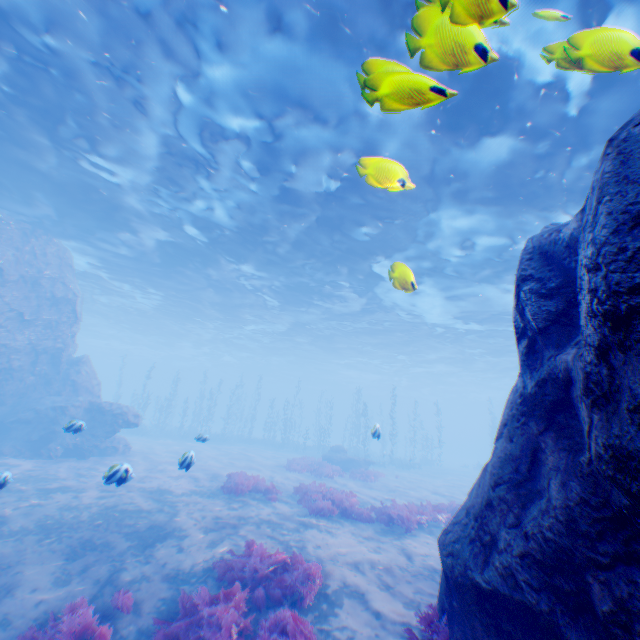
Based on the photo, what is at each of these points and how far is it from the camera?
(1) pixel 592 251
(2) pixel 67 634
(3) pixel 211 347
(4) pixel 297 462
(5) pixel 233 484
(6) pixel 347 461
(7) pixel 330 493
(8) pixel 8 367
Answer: (1) rock, 2.44m
(2) instancedfoliageactor, 5.45m
(3) light, 51.03m
(4) instancedfoliageactor, 23.39m
(5) instancedfoliageactor, 13.56m
(6) rock, 25.72m
(7) instancedfoliageactor, 13.45m
(8) rock, 17.53m

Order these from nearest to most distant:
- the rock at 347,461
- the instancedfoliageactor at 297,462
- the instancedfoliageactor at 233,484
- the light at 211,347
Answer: the light at 211,347 → the instancedfoliageactor at 233,484 → the instancedfoliageactor at 297,462 → the rock at 347,461

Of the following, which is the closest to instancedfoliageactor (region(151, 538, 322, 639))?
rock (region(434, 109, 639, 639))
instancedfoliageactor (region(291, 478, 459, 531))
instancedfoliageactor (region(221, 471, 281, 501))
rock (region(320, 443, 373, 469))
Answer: rock (region(434, 109, 639, 639))

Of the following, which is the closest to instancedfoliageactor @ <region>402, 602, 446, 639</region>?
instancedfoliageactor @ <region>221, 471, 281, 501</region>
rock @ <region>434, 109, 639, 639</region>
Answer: rock @ <region>434, 109, 639, 639</region>

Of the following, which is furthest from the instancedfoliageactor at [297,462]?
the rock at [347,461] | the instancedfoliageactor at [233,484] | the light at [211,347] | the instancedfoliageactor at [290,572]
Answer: the instancedfoliageactor at [290,572]

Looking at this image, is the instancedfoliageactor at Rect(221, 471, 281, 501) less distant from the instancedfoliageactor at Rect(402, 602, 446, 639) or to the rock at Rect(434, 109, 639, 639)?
the rock at Rect(434, 109, 639, 639)

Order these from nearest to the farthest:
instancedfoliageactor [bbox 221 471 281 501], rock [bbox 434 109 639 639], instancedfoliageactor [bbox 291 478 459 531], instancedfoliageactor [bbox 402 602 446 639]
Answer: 1. rock [bbox 434 109 639 639]
2. instancedfoliageactor [bbox 402 602 446 639]
3. instancedfoliageactor [bbox 291 478 459 531]
4. instancedfoliageactor [bbox 221 471 281 501]

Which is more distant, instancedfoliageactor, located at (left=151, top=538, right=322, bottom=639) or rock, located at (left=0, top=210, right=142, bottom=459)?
rock, located at (left=0, top=210, right=142, bottom=459)
